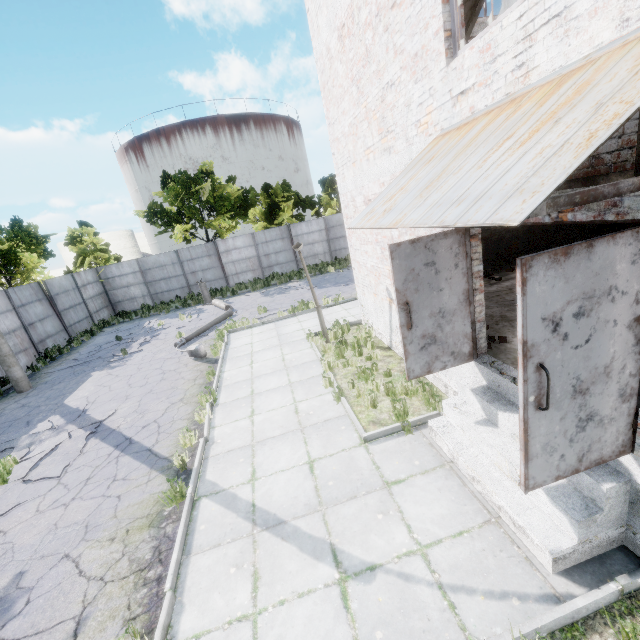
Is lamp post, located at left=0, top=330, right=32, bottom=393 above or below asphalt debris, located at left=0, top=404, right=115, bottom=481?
above

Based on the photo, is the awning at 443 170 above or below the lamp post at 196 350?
above

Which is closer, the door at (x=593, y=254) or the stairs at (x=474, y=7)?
the door at (x=593, y=254)

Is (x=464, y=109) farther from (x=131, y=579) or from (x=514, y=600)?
(x=131, y=579)

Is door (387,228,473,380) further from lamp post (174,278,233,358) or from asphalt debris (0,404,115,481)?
lamp post (174,278,233,358)

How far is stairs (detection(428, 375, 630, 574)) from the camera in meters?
3.2

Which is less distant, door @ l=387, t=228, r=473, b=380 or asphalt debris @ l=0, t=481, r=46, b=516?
door @ l=387, t=228, r=473, b=380

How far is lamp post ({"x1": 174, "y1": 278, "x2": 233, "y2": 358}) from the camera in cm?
1123
